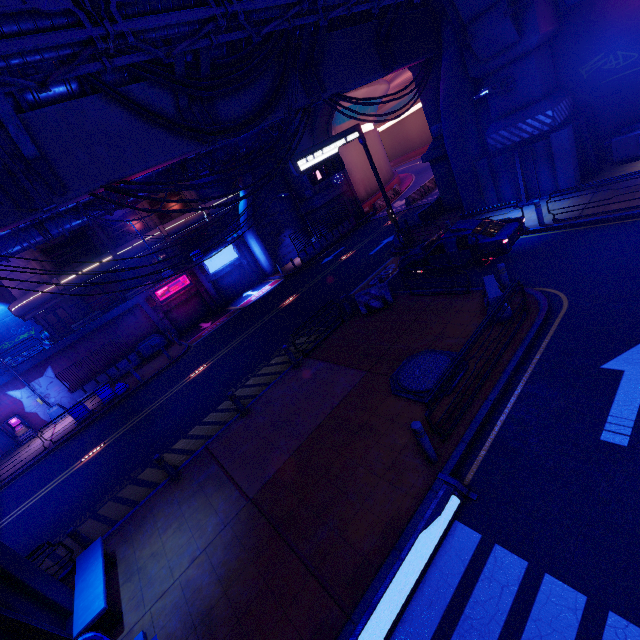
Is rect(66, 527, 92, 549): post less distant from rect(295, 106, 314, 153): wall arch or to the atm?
the atm

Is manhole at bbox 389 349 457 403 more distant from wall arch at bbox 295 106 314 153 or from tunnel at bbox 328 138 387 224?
tunnel at bbox 328 138 387 224

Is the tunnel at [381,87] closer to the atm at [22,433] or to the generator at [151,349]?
the generator at [151,349]

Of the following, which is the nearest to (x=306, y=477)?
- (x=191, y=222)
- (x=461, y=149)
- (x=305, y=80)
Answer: (x=305, y=80)

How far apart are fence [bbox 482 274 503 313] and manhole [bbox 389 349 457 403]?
1.35m

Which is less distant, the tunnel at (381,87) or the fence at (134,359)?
the fence at (134,359)

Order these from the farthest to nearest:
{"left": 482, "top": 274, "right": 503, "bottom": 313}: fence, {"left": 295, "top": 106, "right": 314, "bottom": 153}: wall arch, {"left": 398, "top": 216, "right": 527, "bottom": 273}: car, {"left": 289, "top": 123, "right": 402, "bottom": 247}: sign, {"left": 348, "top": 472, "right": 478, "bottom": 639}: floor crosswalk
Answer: {"left": 295, "top": 106, "right": 314, "bottom": 153}: wall arch, {"left": 289, "top": 123, "right": 402, "bottom": 247}: sign, {"left": 398, "top": 216, "right": 527, "bottom": 273}: car, {"left": 482, "top": 274, "right": 503, "bottom": 313}: fence, {"left": 348, "top": 472, "right": 478, "bottom": 639}: floor crosswalk

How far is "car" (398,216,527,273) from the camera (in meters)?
11.78
